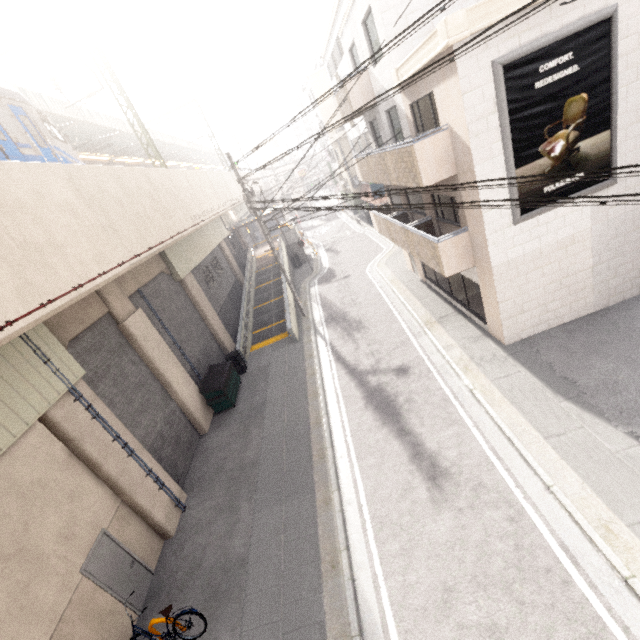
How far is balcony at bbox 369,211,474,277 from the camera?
10.3m

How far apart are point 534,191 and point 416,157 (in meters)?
3.34

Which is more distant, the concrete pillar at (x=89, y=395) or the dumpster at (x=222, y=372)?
the dumpster at (x=222, y=372)

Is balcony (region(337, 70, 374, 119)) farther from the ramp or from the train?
the train

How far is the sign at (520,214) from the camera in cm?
891

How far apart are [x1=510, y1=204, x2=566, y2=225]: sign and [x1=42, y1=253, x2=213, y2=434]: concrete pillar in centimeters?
1256cm

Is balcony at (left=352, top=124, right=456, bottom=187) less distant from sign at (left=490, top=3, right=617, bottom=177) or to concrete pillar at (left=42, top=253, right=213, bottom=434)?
sign at (left=490, top=3, right=617, bottom=177)

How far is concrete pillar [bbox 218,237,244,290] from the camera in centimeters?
2583cm
